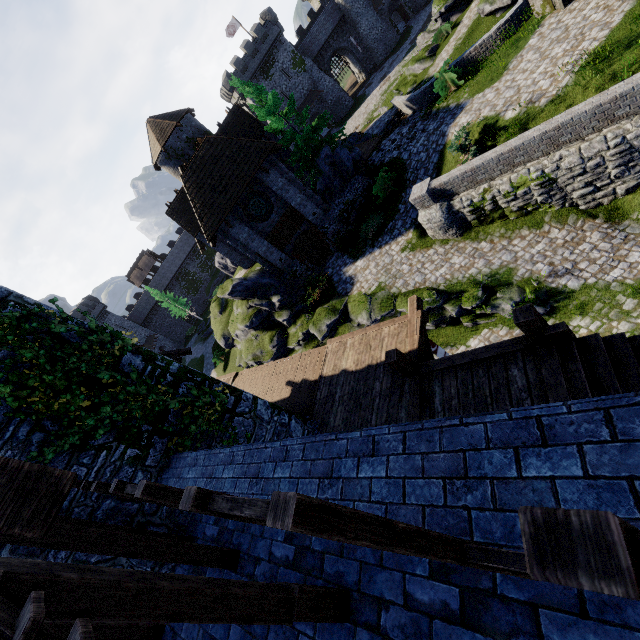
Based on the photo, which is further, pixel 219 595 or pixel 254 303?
pixel 254 303

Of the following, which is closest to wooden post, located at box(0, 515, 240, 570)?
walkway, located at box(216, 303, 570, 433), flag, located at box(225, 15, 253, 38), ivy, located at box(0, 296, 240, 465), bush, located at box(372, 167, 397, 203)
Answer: ivy, located at box(0, 296, 240, 465)

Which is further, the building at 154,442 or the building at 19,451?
the building at 154,442

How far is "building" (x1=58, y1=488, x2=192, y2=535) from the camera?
6.25m

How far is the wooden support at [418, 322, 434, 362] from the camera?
8.7m

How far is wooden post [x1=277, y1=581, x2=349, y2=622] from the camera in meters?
3.3

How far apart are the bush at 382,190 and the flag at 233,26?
51.7 meters
